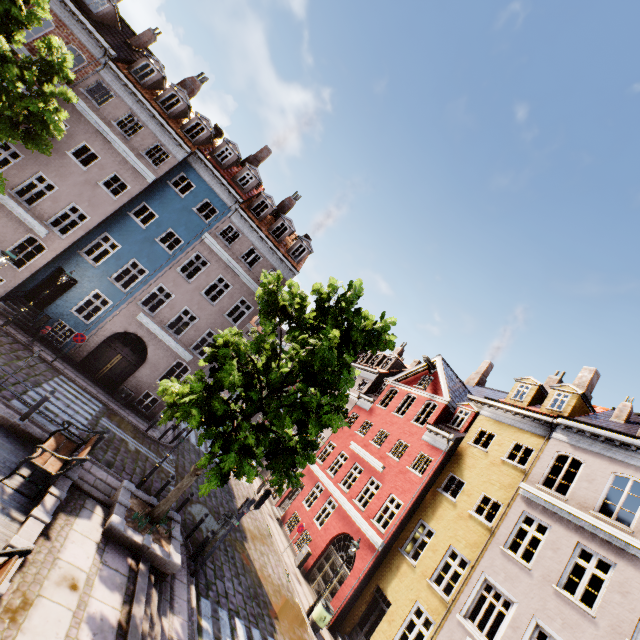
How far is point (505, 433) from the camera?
16.5 meters

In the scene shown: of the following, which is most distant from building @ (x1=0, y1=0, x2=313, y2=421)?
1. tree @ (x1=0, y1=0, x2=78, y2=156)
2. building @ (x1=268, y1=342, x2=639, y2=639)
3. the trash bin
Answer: the trash bin

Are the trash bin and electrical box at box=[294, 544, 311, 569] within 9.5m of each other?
yes

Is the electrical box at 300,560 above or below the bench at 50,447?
below

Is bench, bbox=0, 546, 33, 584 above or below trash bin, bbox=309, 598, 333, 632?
above

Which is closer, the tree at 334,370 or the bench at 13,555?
the bench at 13,555

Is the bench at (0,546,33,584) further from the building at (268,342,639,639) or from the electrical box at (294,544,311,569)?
the electrical box at (294,544,311,569)

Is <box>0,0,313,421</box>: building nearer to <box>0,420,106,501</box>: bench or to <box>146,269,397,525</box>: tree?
<box>146,269,397,525</box>: tree
